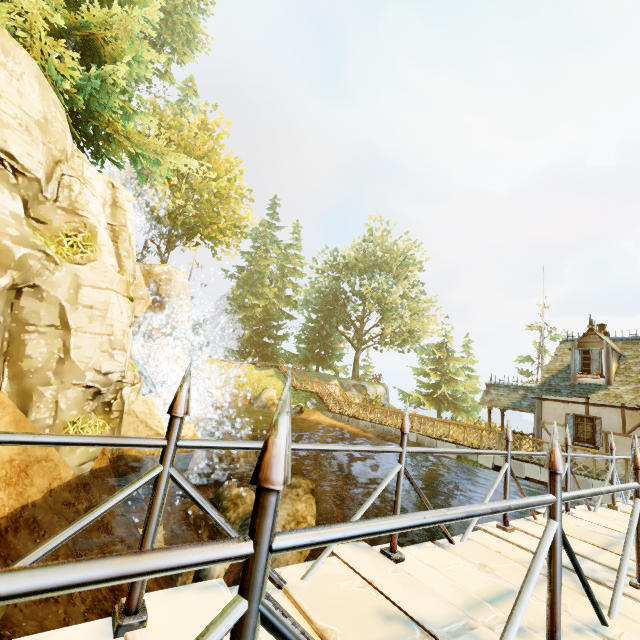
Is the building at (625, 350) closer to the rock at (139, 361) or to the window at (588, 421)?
the window at (588, 421)

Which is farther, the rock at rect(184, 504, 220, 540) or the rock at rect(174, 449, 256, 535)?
the rock at rect(174, 449, 256, 535)

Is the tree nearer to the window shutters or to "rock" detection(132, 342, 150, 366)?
"rock" detection(132, 342, 150, 366)

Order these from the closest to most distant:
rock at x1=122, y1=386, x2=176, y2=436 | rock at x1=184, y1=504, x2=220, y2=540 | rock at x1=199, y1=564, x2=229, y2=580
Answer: rock at x1=122, y1=386, x2=176, y2=436 → rock at x1=199, y1=564, x2=229, y2=580 → rock at x1=184, y1=504, x2=220, y2=540

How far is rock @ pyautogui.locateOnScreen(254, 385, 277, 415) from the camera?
26.5m

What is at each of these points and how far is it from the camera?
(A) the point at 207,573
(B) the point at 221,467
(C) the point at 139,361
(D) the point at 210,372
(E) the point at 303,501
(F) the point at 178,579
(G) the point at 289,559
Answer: (A) rock, 11.8 meters
(B) rock, 17.1 meters
(C) rock, 18.9 meters
(D) rock, 28.5 meters
(E) rock, 15.2 meters
(F) rock, 9.3 meters
(G) rock, 13.2 meters

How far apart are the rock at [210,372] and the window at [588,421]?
25.0 meters

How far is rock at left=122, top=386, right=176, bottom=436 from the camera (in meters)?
8.73
